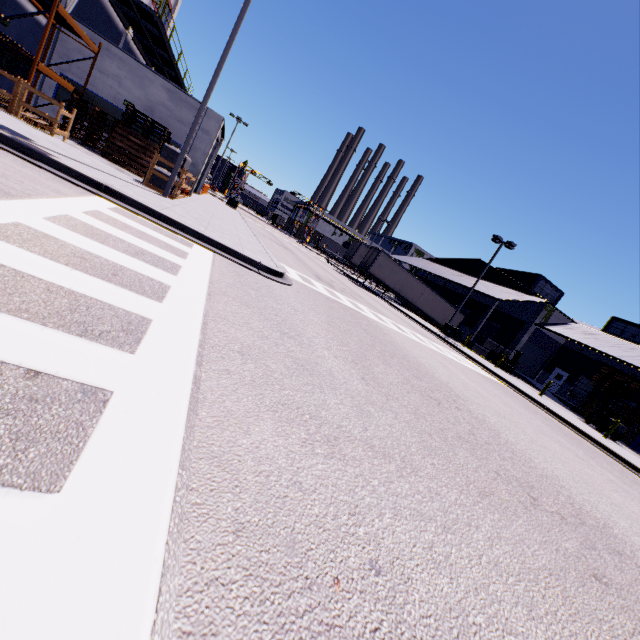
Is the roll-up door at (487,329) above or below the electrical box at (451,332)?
above

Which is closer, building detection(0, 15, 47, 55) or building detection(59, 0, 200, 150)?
building detection(0, 15, 47, 55)

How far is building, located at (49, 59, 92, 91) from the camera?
16.1m

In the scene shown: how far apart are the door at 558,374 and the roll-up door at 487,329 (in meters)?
7.03

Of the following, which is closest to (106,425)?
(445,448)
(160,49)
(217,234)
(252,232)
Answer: (445,448)

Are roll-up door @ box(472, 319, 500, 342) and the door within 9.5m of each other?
yes

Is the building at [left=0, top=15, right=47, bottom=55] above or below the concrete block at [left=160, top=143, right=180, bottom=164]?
above

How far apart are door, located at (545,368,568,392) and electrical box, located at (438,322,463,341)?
14.6m
